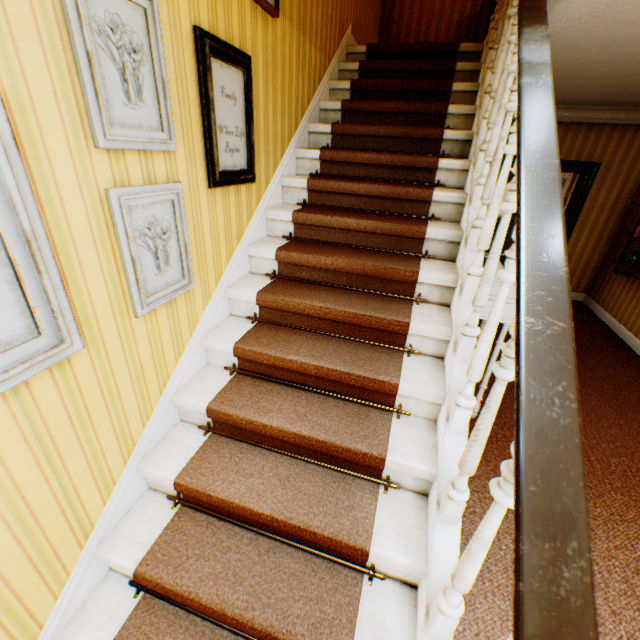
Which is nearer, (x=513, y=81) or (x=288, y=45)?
(x=288, y=45)

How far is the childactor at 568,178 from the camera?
5.70m

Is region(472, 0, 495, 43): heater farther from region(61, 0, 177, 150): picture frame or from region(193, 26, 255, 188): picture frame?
region(61, 0, 177, 150): picture frame

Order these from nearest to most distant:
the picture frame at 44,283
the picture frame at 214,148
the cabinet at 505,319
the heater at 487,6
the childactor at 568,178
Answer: the picture frame at 44,283 < the picture frame at 214,148 < the cabinet at 505,319 < the heater at 487,6 < the childactor at 568,178

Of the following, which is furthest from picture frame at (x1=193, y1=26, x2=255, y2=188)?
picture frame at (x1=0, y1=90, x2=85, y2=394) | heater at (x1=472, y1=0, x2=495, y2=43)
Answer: heater at (x1=472, y1=0, x2=495, y2=43)

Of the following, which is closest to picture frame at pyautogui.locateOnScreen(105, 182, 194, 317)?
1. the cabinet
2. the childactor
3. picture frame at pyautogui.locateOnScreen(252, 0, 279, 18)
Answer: picture frame at pyautogui.locateOnScreen(252, 0, 279, 18)

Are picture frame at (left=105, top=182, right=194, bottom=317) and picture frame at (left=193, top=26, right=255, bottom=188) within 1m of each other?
yes

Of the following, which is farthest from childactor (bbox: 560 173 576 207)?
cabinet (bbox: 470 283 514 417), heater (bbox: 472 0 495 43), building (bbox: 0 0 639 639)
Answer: cabinet (bbox: 470 283 514 417)
